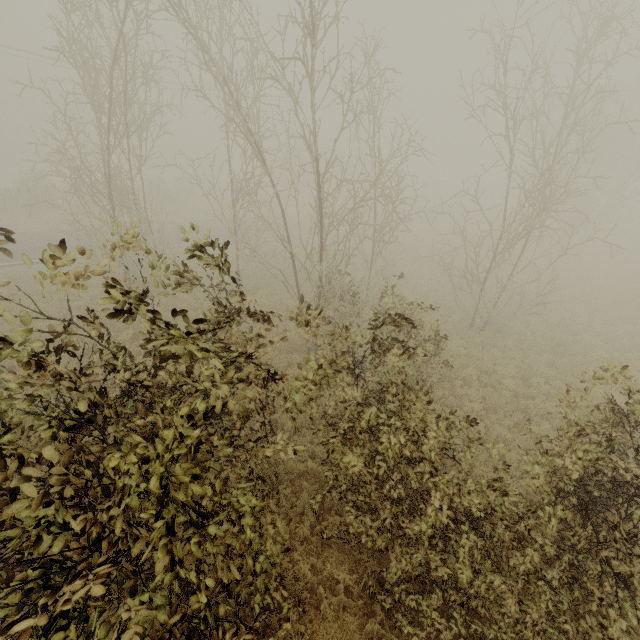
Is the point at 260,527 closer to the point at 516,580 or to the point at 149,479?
the point at 149,479
